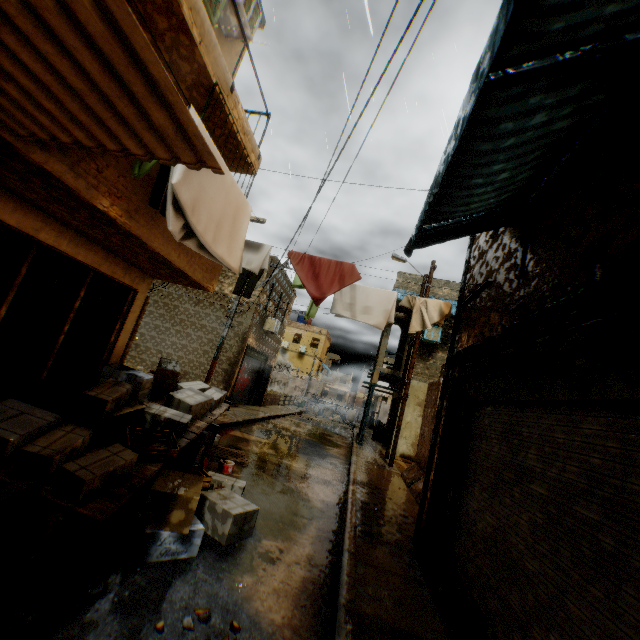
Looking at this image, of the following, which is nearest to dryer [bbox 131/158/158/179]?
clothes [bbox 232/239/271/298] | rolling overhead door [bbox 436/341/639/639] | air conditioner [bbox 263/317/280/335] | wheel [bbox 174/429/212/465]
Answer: clothes [bbox 232/239/271/298]

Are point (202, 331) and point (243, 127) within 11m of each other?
no

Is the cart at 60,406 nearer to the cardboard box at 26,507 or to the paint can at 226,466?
the cardboard box at 26,507

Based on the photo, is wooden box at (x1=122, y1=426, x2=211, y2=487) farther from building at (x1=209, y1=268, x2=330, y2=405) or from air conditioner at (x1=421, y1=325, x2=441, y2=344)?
air conditioner at (x1=421, y1=325, x2=441, y2=344)

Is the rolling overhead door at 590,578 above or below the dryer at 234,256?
below

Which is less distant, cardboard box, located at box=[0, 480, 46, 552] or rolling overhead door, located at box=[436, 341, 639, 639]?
rolling overhead door, located at box=[436, 341, 639, 639]

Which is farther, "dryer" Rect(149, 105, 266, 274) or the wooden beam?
"dryer" Rect(149, 105, 266, 274)

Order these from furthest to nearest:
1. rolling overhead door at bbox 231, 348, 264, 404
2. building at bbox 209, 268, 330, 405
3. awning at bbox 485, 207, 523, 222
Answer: rolling overhead door at bbox 231, 348, 264, 404 → building at bbox 209, 268, 330, 405 → awning at bbox 485, 207, 523, 222
